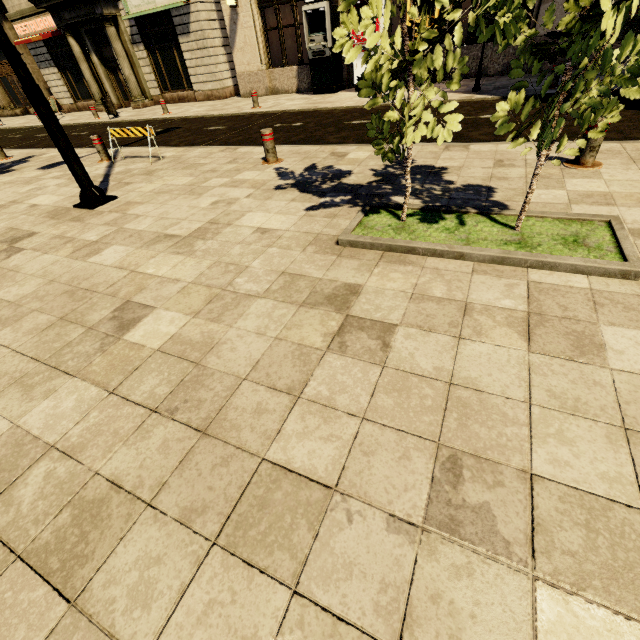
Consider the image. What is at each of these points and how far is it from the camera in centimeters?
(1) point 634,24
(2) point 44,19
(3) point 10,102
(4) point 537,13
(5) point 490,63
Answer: (1) building, 1294cm
(2) sign, 1792cm
(3) building, 2459cm
(4) building, 1050cm
(5) building, 1179cm

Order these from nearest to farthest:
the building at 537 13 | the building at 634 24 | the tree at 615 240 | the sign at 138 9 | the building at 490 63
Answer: the tree at 615 240 < the building at 537 13 < the building at 490 63 < the building at 634 24 < the sign at 138 9

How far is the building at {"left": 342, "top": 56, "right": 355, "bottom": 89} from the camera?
13.55m

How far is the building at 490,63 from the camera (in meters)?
11.41

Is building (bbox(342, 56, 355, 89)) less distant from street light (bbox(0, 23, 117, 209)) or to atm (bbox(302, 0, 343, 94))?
atm (bbox(302, 0, 343, 94))

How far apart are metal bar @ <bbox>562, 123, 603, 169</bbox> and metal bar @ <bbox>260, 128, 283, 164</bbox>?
4.5 meters

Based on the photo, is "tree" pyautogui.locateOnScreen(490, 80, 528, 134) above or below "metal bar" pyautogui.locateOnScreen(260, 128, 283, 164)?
above

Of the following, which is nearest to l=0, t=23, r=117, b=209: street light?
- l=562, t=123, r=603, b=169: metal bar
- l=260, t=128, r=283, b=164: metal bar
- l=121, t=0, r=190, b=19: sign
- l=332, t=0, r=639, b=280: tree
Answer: l=260, t=128, r=283, b=164: metal bar
